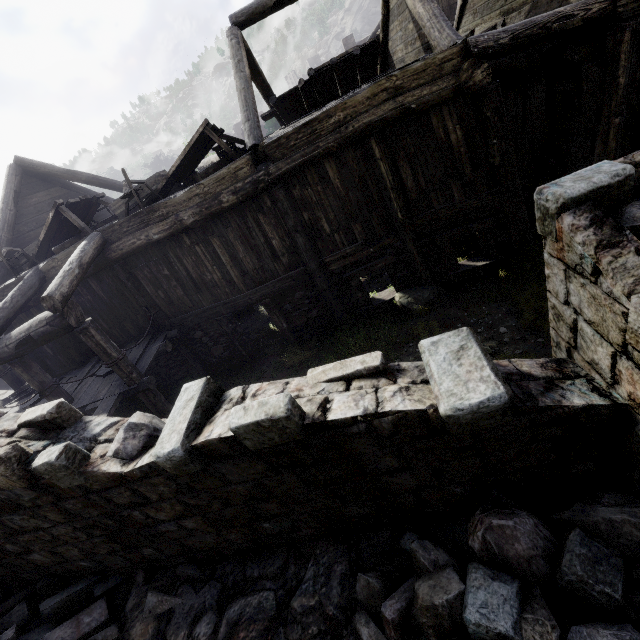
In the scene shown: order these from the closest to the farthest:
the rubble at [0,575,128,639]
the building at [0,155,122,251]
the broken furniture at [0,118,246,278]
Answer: the rubble at [0,575,128,639], the broken furniture at [0,118,246,278], the building at [0,155,122,251]

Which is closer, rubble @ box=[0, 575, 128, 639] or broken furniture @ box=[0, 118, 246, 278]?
rubble @ box=[0, 575, 128, 639]

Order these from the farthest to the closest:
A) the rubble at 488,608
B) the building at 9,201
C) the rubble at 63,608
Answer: the building at 9,201, the rubble at 63,608, the rubble at 488,608

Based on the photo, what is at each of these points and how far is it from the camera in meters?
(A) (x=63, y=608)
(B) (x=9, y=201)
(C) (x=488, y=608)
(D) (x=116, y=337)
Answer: (A) rubble, 4.3
(B) building, 10.9
(C) rubble, 2.4
(D) building, 9.8

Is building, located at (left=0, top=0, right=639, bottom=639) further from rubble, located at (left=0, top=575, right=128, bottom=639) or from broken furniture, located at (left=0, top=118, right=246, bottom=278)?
broken furniture, located at (left=0, top=118, right=246, bottom=278)

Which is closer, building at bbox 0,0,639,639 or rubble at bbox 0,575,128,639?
building at bbox 0,0,639,639

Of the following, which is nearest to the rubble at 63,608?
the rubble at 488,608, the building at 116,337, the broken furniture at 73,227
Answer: the building at 116,337

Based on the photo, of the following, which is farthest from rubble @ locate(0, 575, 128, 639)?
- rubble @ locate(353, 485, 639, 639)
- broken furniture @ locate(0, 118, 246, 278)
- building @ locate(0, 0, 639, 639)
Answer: broken furniture @ locate(0, 118, 246, 278)
